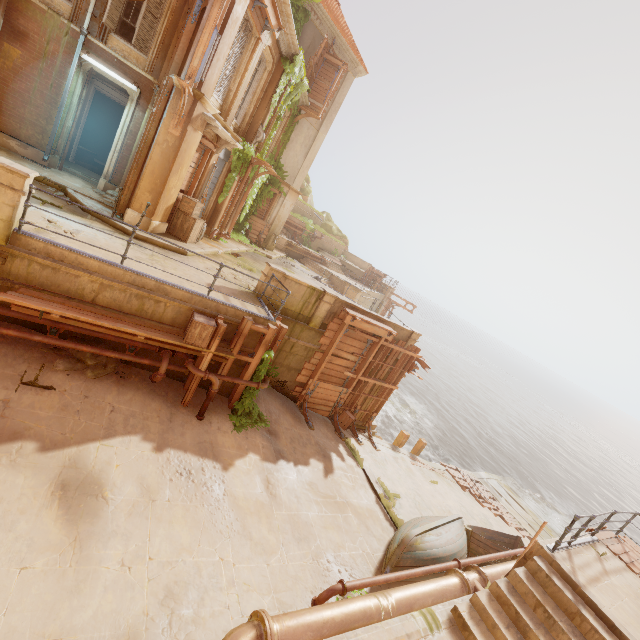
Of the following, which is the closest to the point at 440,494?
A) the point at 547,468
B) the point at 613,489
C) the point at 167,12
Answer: the point at 167,12

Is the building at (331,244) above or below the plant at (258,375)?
above

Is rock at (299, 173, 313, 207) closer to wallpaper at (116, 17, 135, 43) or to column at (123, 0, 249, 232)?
wallpaper at (116, 17, 135, 43)

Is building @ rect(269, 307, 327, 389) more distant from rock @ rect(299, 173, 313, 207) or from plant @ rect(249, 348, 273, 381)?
rock @ rect(299, 173, 313, 207)

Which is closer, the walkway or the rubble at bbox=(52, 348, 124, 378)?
the rubble at bbox=(52, 348, 124, 378)

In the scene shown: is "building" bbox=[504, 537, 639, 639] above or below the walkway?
above

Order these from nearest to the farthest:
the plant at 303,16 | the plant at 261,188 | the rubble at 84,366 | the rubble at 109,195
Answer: the rubble at 84,366 < the rubble at 109,195 < the plant at 303,16 < the plant at 261,188

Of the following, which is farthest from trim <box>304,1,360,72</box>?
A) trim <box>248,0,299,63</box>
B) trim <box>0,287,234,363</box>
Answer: trim <box>0,287,234,363</box>
